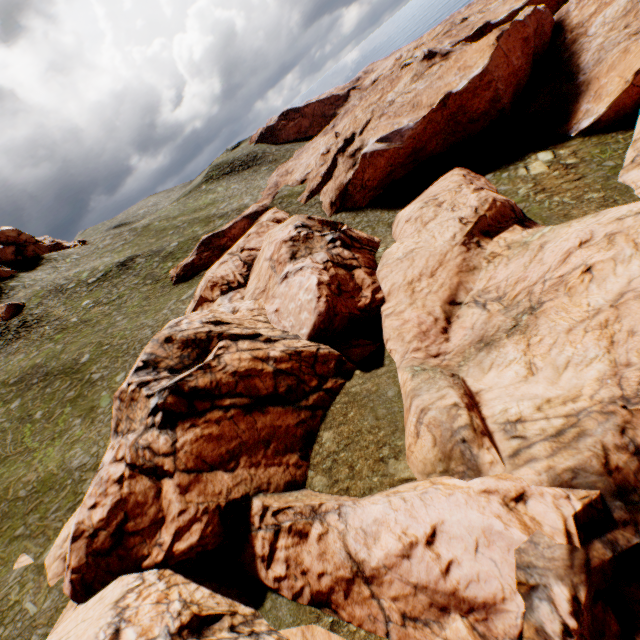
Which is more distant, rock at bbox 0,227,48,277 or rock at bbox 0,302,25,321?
rock at bbox 0,227,48,277

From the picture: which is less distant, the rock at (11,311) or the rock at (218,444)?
the rock at (218,444)

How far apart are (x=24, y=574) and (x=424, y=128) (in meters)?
49.69

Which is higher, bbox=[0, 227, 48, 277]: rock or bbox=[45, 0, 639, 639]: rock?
bbox=[0, 227, 48, 277]: rock

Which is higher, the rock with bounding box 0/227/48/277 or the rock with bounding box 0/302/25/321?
the rock with bounding box 0/227/48/277

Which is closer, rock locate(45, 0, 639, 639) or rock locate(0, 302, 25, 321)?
rock locate(45, 0, 639, 639)

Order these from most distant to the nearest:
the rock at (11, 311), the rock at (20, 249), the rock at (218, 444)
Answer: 1. the rock at (20, 249)
2. the rock at (11, 311)
3. the rock at (218, 444)

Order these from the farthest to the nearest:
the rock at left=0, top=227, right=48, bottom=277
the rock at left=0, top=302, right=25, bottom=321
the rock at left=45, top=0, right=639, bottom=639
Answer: the rock at left=0, top=227, right=48, bottom=277
the rock at left=0, top=302, right=25, bottom=321
the rock at left=45, top=0, right=639, bottom=639
